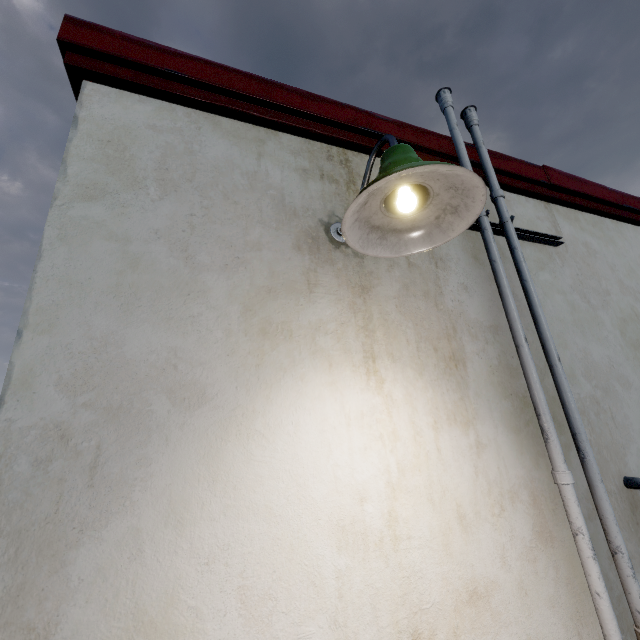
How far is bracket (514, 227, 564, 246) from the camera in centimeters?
209cm

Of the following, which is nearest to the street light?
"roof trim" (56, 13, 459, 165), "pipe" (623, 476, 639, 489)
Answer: "roof trim" (56, 13, 459, 165)

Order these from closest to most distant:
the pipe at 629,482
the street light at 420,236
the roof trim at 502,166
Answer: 1. the street light at 420,236
2. the pipe at 629,482
3. the roof trim at 502,166

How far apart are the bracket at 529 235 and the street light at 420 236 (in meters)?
0.69

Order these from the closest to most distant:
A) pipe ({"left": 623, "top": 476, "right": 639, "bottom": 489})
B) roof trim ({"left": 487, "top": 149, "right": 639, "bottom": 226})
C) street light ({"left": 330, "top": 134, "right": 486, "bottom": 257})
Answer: street light ({"left": 330, "top": 134, "right": 486, "bottom": 257})
pipe ({"left": 623, "top": 476, "right": 639, "bottom": 489})
roof trim ({"left": 487, "top": 149, "right": 639, "bottom": 226})

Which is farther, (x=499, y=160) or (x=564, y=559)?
(x=499, y=160)

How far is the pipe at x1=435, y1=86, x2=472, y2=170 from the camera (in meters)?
2.04

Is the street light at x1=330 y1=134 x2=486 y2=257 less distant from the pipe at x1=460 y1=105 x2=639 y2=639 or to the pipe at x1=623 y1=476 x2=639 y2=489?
the pipe at x1=460 y1=105 x2=639 y2=639
